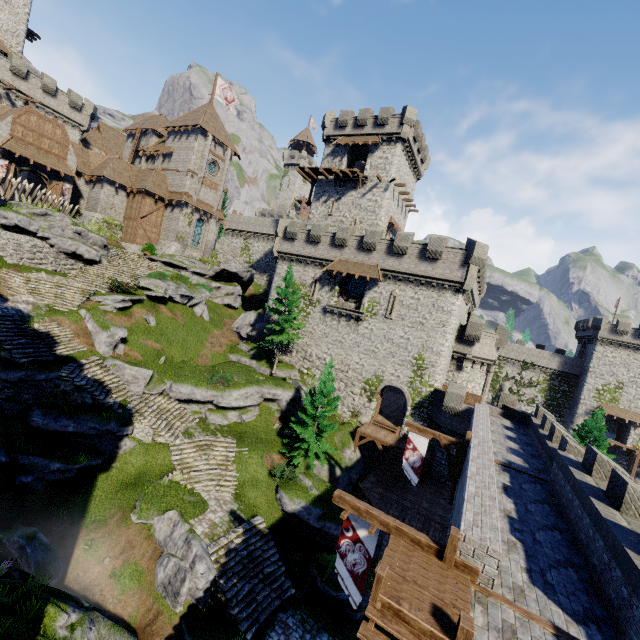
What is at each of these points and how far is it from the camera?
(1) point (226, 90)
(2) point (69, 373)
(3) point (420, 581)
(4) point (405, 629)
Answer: (1) flag, 43.6m
(2) stairs, 18.5m
(3) walkway, 7.3m
(4) stairs, 6.3m

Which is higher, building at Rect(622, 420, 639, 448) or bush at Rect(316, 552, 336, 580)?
building at Rect(622, 420, 639, 448)

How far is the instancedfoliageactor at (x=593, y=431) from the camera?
33.72m

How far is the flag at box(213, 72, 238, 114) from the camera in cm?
4225

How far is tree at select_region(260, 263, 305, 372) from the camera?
29.6m

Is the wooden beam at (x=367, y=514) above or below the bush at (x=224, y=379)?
above

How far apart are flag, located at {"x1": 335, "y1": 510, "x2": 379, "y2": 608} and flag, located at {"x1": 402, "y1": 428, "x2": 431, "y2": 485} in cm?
902

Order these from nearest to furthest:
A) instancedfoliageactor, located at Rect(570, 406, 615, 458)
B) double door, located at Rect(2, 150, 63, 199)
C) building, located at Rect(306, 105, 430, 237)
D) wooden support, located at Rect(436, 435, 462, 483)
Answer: wooden support, located at Rect(436, 435, 462, 483), double door, located at Rect(2, 150, 63, 199), instancedfoliageactor, located at Rect(570, 406, 615, 458), building, located at Rect(306, 105, 430, 237)
